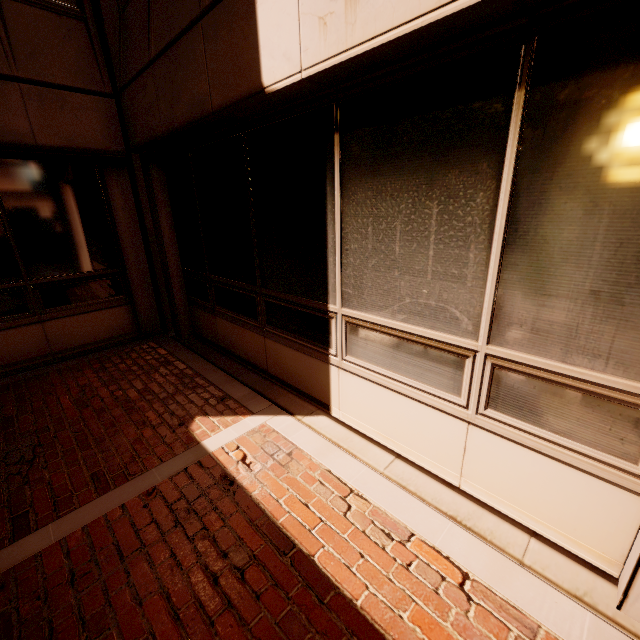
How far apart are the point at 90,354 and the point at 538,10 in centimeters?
641cm
